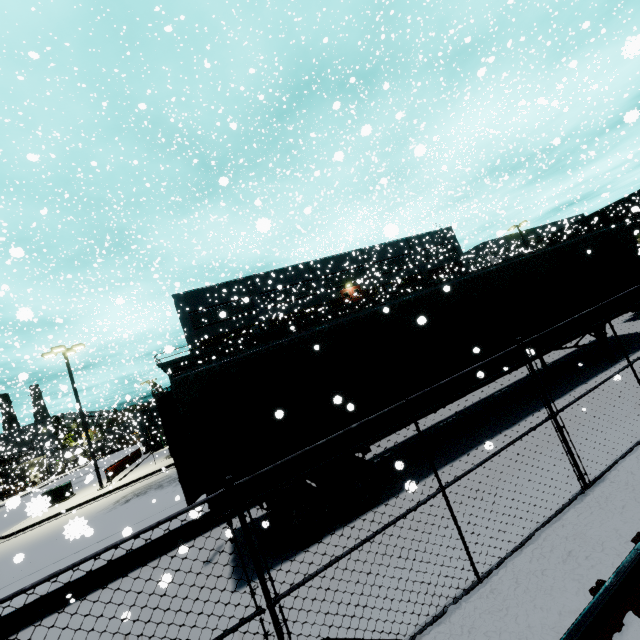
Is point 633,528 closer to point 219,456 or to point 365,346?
point 365,346

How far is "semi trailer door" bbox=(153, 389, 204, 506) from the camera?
7.1 meters

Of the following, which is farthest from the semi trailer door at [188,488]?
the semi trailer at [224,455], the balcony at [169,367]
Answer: the balcony at [169,367]

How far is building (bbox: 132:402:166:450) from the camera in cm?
3606

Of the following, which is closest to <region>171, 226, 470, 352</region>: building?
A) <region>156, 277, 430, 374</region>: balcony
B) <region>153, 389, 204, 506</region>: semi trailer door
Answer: <region>156, 277, 430, 374</region>: balcony

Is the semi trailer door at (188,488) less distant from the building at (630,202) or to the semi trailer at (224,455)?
the semi trailer at (224,455)

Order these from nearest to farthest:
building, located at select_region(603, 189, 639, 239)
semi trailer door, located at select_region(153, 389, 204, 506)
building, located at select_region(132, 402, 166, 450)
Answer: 1. semi trailer door, located at select_region(153, 389, 204, 506)
2. building, located at select_region(603, 189, 639, 239)
3. building, located at select_region(132, 402, 166, 450)

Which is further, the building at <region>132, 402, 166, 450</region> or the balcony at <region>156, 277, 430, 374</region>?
the building at <region>132, 402, 166, 450</region>
